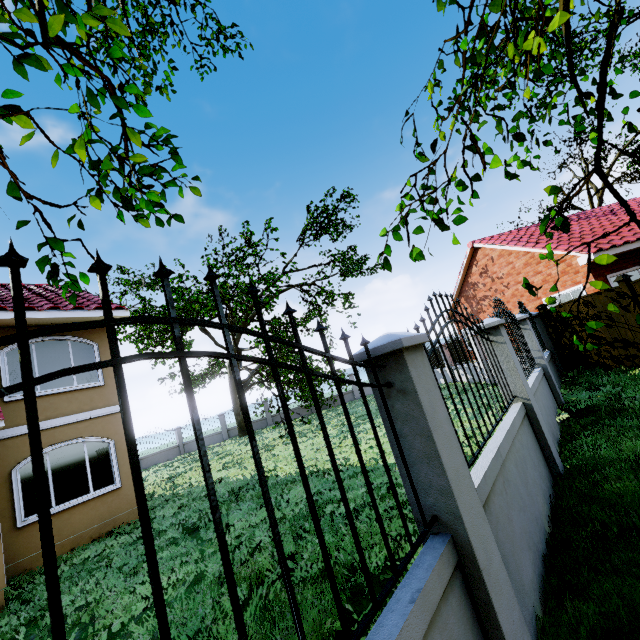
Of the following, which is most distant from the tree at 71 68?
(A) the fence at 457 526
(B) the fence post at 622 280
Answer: (B) the fence post at 622 280

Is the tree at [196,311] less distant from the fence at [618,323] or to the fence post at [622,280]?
the fence at [618,323]

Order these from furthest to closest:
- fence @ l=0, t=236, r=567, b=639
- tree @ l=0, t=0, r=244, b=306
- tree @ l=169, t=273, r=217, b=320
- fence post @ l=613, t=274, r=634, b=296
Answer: tree @ l=169, t=273, r=217, b=320 < fence post @ l=613, t=274, r=634, b=296 < tree @ l=0, t=0, r=244, b=306 < fence @ l=0, t=236, r=567, b=639

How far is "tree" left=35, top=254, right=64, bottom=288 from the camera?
2.2 meters

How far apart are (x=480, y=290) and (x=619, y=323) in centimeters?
949cm

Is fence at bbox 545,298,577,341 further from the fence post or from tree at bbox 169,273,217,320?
tree at bbox 169,273,217,320

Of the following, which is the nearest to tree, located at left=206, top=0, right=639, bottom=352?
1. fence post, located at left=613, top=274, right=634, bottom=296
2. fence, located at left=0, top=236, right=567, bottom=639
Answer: fence, located at left=0, top=236, right=567, bottom=639
